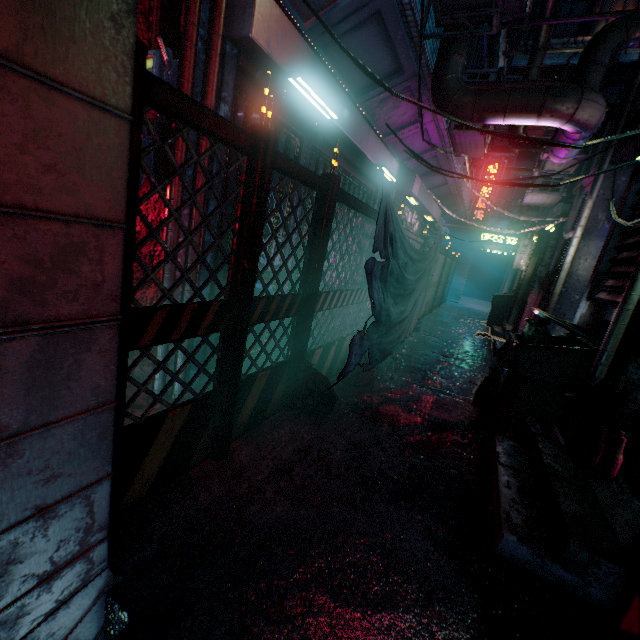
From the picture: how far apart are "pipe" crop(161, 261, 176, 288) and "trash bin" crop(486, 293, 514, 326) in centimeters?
905cm

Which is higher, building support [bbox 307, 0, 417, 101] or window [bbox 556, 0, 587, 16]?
window [bbox 556, 0, 587, 16]

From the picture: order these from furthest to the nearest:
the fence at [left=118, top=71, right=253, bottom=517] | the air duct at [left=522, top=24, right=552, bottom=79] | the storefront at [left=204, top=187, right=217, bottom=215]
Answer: the air duct at [left=522, top=24, right=552, bottom=79], the storefront at [left=204, top=187, right=217, bottom=215], the fence at [left=118, top=71, right=253, bottom=517]

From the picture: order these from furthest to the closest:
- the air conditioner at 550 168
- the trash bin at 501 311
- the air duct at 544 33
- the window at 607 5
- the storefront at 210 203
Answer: the window at 607 5
the trash bin at 501 311
the air duct at 544 33
the air conditioner at 550 168
the storefront at 210 203

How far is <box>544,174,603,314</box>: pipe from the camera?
4.0m

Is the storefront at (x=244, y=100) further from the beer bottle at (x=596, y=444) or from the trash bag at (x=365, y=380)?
the beer bottle at (x=596, y=444)

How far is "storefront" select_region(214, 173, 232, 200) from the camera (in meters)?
2.32

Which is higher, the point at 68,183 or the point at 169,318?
the point at 68,183
